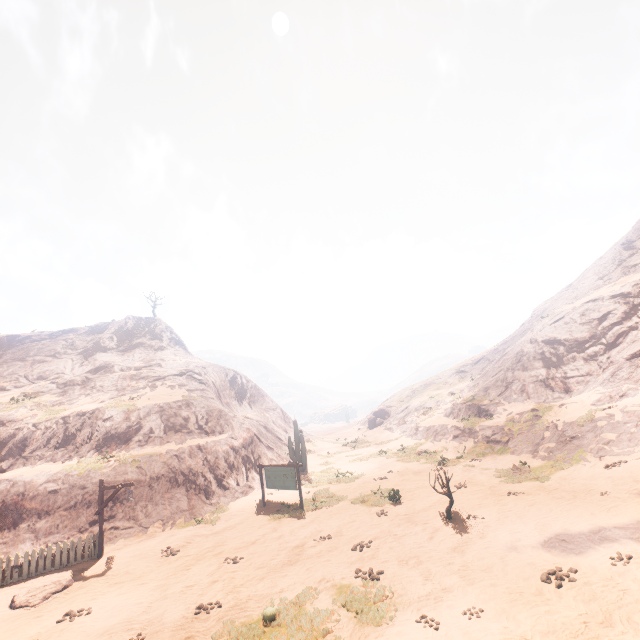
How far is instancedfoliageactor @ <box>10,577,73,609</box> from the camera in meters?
10.5

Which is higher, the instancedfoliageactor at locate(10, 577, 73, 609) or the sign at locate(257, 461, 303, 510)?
the sign at locate(257, 461, 303, 510)

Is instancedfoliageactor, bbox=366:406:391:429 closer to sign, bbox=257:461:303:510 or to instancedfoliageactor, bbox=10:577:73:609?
sign, bbox=257:461:303:510

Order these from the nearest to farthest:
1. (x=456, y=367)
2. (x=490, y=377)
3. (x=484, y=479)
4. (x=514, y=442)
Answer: (x=484, y=479) → (x=514, y=442) → (x=490, y=377) → (x=456, y=367)

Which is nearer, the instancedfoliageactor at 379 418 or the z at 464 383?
the z at 464 383

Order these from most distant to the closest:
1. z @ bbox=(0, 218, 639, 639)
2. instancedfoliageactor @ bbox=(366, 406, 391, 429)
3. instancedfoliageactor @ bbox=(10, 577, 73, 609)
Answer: instancedfoliageactor @ bbox=(366, 406, 391, 429)
instancedfoliageactor @ bbox=(10, 577, 73, 609)
z @ bbox=(0, 218, 639, 639)

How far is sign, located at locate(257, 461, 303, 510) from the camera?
16.66m

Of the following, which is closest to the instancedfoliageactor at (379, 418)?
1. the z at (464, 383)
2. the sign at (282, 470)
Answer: the z at (464, 383)
